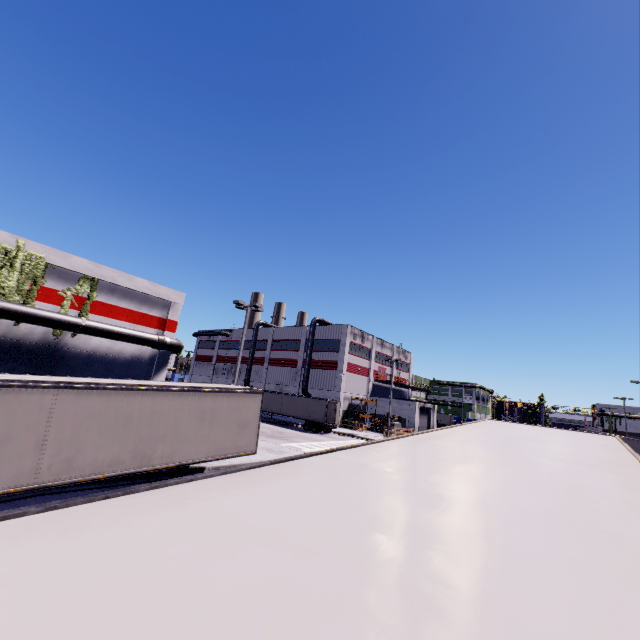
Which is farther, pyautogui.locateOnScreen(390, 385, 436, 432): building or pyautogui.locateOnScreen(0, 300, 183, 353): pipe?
pyautogui.locateOnScreen(390, 385, 436, 432): building

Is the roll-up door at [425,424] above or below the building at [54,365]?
below

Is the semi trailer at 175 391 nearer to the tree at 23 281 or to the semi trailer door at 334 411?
the semi trailer door at 334 411

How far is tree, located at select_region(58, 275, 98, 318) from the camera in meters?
20.8

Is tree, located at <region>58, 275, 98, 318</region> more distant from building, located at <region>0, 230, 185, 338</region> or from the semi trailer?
the semi trailer

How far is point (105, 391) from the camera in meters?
9.8

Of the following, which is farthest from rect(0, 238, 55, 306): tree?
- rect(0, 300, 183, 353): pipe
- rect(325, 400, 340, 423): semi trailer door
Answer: rect(325, 400, 340, 423): semi trailer door

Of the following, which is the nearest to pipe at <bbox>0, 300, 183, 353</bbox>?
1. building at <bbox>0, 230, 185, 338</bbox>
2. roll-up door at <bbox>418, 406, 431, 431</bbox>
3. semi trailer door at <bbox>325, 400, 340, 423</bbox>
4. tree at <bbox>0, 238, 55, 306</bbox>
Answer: building at <bbox>0, 230, 185, 338</bbox>
